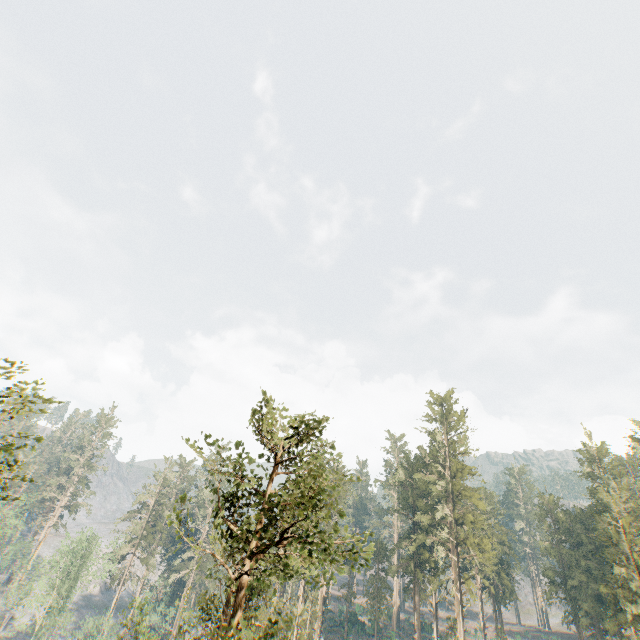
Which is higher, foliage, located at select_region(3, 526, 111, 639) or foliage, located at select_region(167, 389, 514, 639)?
foliage, located at select_region(167, 389, 514, 639)

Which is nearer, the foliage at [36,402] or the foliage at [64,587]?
the foliage at [36,402]

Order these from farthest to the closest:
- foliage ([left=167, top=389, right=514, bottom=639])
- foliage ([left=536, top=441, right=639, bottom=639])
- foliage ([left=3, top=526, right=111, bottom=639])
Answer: foliage ([left=3, top=526, right=111, bottom=639])
foliage ([left=536, top=441, right=639, bottom=639])
foliage ([left=167, top=389, right=514, bottom=639])

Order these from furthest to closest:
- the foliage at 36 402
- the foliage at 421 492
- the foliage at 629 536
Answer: the foliage at 629 536, the foliage at 421 492, the foliage at 36 402

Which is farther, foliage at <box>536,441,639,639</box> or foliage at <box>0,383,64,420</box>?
foliage at <box>536,441,639,639</box>

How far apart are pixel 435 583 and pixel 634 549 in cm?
2442
